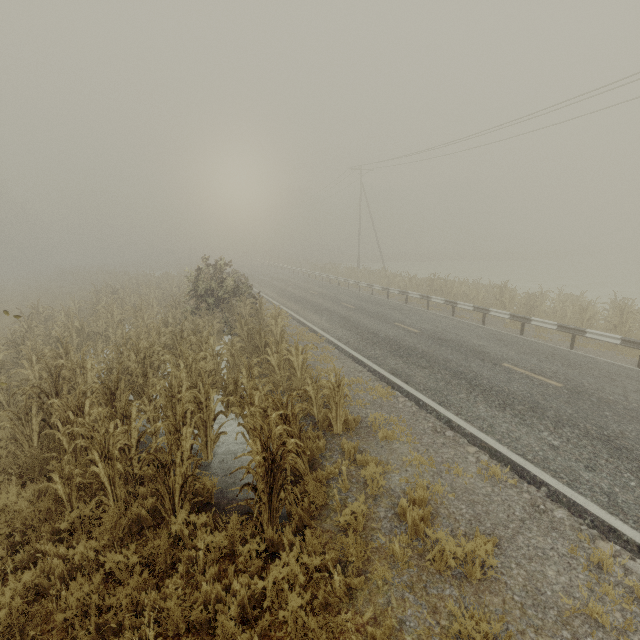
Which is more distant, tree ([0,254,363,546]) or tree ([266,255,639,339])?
tree ([266,255,639,339])

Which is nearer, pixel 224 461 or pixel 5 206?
pixel 224 461

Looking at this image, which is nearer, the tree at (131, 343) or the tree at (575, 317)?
the tree at (131, 343)
